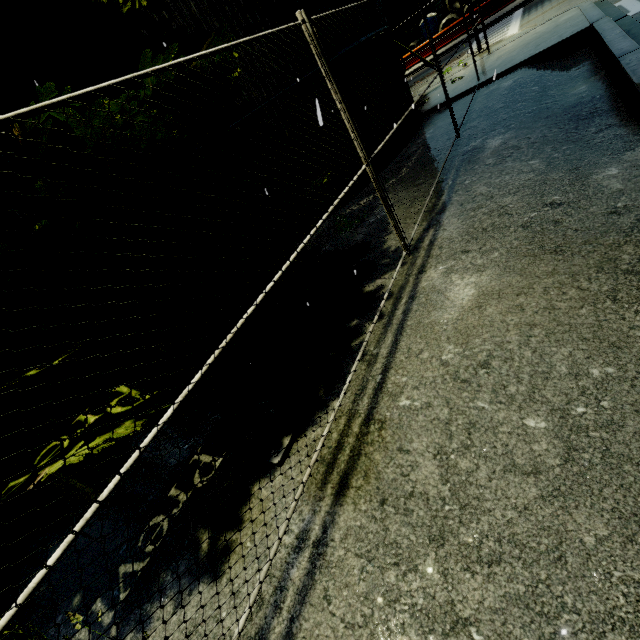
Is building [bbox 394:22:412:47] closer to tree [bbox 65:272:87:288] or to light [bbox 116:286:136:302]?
tree [bbox 65:272:87:288]

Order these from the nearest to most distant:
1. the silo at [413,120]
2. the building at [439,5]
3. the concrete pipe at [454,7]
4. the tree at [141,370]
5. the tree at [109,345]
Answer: the tree at [141,370]
the tree at [109,345]
the silo at [413,120]
the concrete pipe at [454,7]
the building at [439,5]

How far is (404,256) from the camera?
4.8m

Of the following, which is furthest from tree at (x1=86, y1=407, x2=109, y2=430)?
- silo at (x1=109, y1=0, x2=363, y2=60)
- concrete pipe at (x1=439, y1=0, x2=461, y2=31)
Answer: concrete pipe at (x1=439, y1=0, x2=461, y2=31)

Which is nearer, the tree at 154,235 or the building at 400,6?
the tree at 154,235

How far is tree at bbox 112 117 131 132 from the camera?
2.2m

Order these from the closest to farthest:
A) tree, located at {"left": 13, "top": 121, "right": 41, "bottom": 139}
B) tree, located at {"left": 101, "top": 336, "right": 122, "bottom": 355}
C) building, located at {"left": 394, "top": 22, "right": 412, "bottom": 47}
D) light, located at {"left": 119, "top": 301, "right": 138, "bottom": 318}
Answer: tree, located at {"left": 13, "top": 121, "right": 41, "bottom": 139} < light, located at {"left": 119, "top": 301, "right": 138, "bottom": 318} < tree, located at {"left": 101, "top": 336, "right": 122, "bottom": 355} < building, located at {"left": 394, "top": 22, "right": 412, "bottom": 47}
